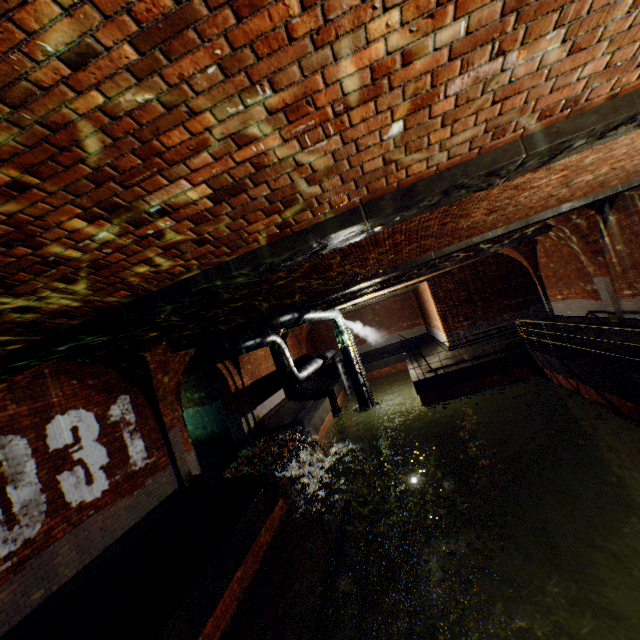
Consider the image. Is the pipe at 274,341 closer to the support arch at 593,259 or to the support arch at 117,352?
the support arch at 117,352

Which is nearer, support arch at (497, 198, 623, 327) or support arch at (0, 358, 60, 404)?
support arch at (0, 358, 60, 404)

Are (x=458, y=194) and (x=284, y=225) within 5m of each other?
yes

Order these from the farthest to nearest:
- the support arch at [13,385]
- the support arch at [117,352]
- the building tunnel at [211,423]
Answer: the building tunnel at [211,423] < the support arch at [117,352] < the support arch at [13,385]

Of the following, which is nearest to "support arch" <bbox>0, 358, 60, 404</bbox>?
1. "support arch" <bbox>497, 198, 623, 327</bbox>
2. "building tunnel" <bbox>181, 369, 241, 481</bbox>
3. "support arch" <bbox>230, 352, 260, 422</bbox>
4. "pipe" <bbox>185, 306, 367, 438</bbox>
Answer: "building tunnel" <bbox>181, 369, 241, 481</bbox>

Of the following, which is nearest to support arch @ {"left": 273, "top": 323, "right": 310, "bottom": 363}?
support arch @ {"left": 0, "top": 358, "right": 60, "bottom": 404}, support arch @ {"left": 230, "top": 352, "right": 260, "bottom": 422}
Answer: support arch @ {"left": 230, "top": 352, "right": 260, "bottom": 422}

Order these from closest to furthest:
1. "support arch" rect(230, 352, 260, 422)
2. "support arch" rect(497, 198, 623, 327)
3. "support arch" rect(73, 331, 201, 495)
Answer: "support arch" rect(73, 331, 201, 495) → "support arch" rect(497, 198, 623, 327) → "support arch" rect(230, 352, 260, 422)

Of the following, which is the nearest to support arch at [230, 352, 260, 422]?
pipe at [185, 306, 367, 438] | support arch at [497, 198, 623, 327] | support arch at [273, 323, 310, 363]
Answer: pipe at [185, 306, 367, 438]
